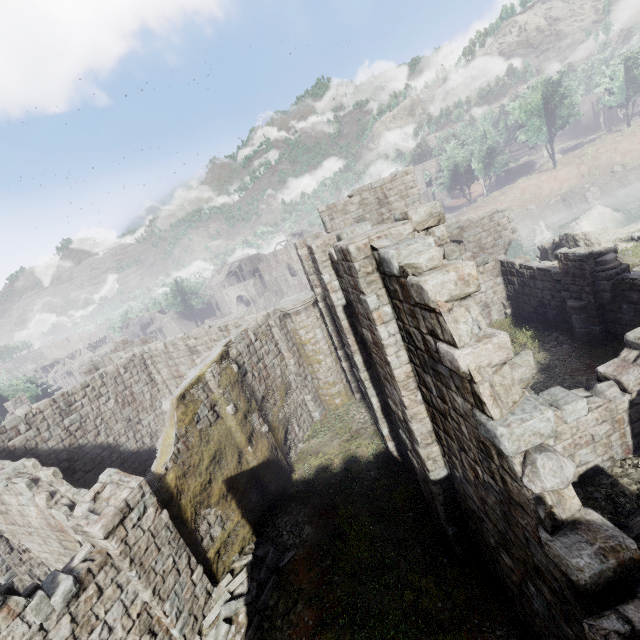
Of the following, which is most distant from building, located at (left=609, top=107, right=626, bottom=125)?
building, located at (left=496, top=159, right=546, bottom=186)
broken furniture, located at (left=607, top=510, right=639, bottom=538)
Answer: broken furniture, located at (left=607, top=510, right=639, bottom=538)

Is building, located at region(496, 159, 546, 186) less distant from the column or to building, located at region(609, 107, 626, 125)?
the column

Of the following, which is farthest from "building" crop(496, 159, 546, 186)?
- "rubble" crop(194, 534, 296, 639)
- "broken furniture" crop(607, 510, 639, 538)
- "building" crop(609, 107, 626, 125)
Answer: "building" crop(609, 107, 626, 125)

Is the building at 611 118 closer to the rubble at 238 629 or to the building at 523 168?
the building at 523 168

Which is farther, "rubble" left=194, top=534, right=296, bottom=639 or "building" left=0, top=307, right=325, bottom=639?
"rubble" left=194, top=534, right=296, bottom=639

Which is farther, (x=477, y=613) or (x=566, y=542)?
(x=477, y=613)

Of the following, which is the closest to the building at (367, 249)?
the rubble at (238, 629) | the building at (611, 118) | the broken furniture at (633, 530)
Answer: the rubble at (238, 629)

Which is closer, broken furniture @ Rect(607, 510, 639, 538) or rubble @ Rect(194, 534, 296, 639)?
broken furniture @ Rect(607, 510, 639, 538)
